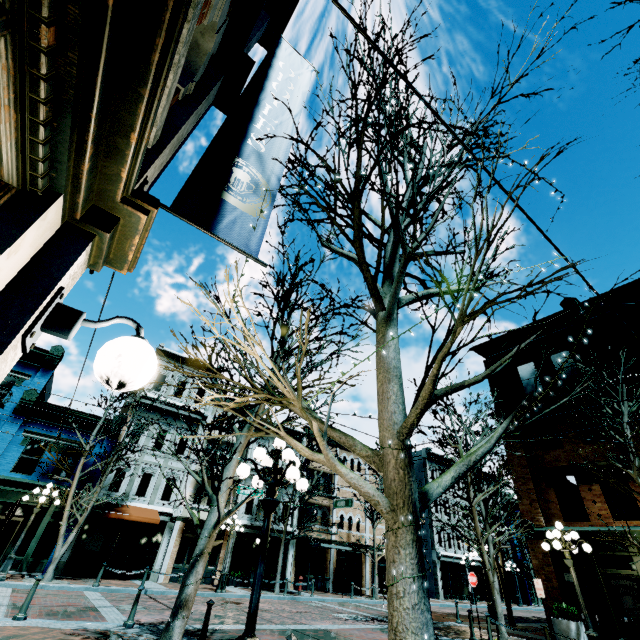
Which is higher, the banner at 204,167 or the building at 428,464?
the building at 428,464

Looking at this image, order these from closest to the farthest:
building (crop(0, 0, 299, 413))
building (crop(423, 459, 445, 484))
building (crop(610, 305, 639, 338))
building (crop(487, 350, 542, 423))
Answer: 1. building (crop(0, 0, 299, 413))
2. building (crop(610, 305, 639, 338))
3. building (crop(487, 350, 542, 423))
4. building (crop(423, 459, 445, 484))

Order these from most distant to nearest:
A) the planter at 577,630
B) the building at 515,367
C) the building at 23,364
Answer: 1. the building at 515,367
2. the planter at 577,630
3. the building at 23,364

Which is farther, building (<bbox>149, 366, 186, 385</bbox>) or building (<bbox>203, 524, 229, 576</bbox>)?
building (<bbox>149, 366, 186, 385</bbox>)

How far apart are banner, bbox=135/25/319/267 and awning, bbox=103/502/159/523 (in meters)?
22.01

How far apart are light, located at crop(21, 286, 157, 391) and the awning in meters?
22.0

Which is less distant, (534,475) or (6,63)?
(6,63)

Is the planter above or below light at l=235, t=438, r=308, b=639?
below
